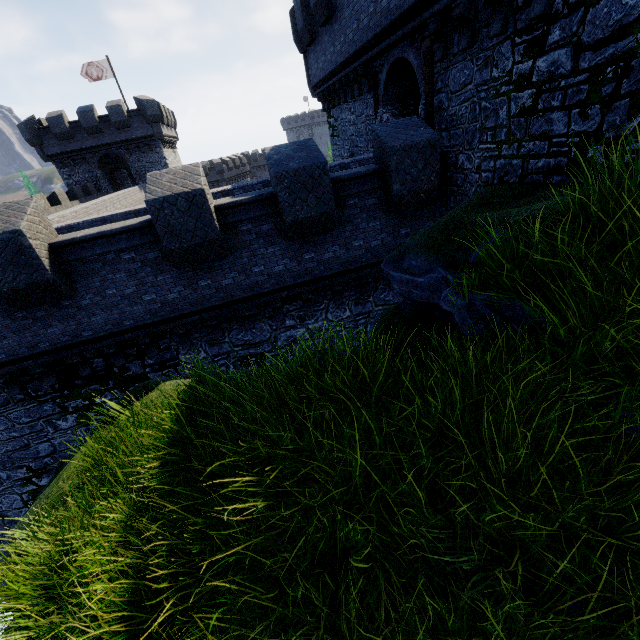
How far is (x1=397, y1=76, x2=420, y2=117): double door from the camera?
11.48m

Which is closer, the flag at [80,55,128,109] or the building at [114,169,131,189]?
the flag at [80,55,128,109]

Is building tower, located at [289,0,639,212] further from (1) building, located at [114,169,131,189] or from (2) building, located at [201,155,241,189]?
(2) building, located at [201,155,241,189]

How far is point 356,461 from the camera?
2.41m

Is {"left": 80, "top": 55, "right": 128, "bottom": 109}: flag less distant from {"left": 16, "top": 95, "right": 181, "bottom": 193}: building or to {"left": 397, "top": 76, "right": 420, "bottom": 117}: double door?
{"left": 16, "top": 95, "right": 181, "bottom": 193}: building

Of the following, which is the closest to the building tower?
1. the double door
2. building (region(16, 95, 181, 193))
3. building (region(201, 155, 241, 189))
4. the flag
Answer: the double door

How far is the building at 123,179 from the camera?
38.06m

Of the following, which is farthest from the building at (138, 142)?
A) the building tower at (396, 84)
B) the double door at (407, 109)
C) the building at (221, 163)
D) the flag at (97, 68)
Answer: the double door at (407, 109)
